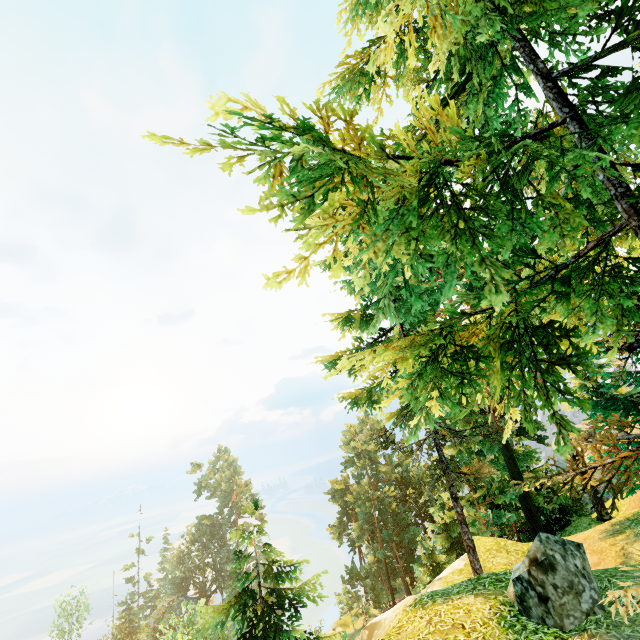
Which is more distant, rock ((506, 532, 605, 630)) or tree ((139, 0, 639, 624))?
rock ((506, 532, 605, 630))

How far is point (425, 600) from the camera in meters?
8.0 m

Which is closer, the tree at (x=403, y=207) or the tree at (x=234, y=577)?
the tree at (x=403, y=207)

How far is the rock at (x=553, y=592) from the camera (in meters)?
6.06

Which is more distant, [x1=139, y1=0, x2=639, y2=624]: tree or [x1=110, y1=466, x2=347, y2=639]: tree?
[x1=110, y1=466, x2=347, y2=639]: tree

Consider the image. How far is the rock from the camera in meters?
6.1

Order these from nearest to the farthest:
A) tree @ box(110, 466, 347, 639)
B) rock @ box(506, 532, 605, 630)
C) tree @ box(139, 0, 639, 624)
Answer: tree @ box(139, 0, 639, 624) < rock @ box(506, 532, 605, 630) < tree @ box(110, 466, 347, 639)
